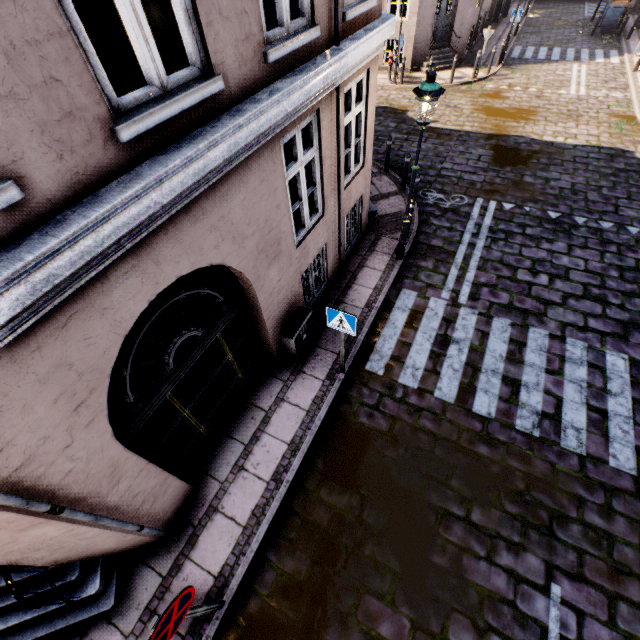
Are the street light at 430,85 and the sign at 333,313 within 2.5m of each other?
no

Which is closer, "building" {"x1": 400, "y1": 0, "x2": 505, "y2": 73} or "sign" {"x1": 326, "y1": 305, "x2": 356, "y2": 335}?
"sign" {"x1": 326, "y1": 305, "x2": 356, "y2": 335}

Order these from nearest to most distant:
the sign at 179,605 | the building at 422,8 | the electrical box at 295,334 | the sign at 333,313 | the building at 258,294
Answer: the building at 258,294 → the sign at 179,605 → the sign at 333,313 → the electrical box at 295,334 → the building at 422,8

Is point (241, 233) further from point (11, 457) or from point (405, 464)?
point (405, 464)

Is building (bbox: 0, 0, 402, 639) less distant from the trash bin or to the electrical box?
the electrical box

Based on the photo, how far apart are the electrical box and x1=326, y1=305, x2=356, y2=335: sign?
0.9m

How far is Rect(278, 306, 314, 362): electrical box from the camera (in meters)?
5.94
